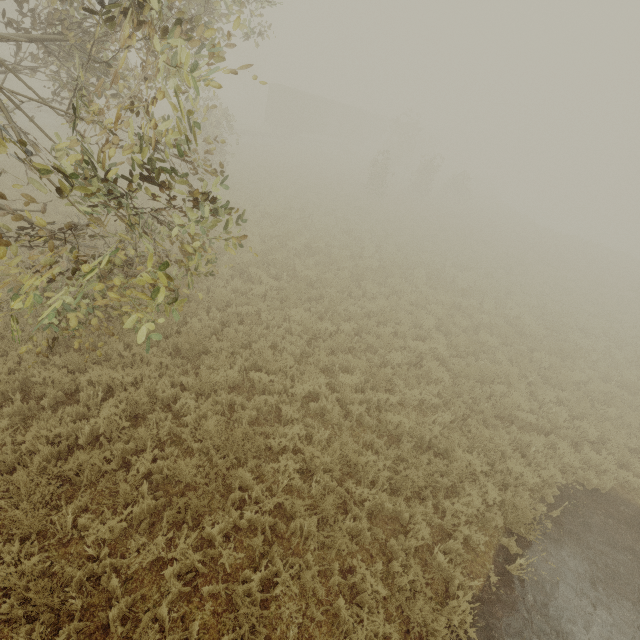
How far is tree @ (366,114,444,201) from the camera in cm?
2431

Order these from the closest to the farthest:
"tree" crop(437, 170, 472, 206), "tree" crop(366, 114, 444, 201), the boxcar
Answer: "tree" crop(366, 114, 444, 201), "tree" crop(437, 170, 472, 206), the boxcar

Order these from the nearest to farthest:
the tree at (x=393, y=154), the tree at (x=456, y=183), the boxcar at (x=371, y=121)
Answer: the tree at (x=393, y=154), the tree at (x=456, y=183), the boxcar at (x=371, y=121)

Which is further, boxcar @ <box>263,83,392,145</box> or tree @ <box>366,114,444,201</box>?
boxcar @ <box>263,83,392,145</box>

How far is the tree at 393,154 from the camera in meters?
24.3

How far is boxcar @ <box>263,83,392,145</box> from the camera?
34.9 meters

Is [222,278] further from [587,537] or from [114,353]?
[587,537]
